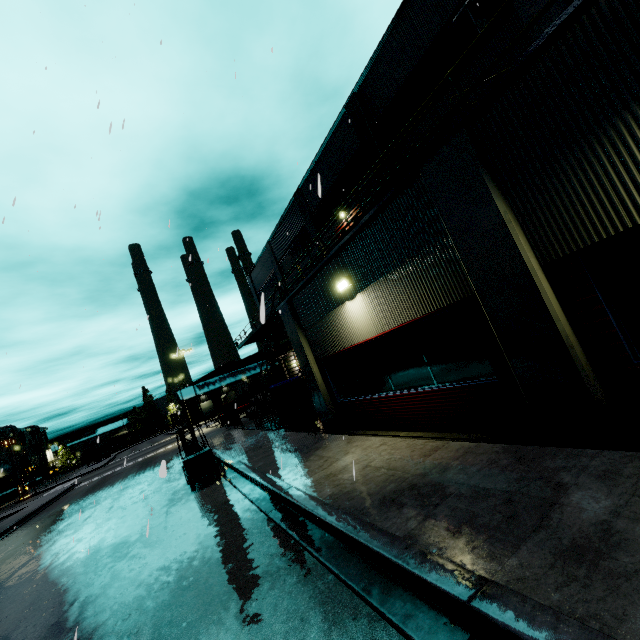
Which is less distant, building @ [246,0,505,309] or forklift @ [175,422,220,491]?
forklift @ [175,422,220,491]

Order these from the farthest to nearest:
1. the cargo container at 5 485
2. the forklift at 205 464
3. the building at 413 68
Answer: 1. the cargo container at 5 485
2. the building at 413 68
3. the forklift at 205 464

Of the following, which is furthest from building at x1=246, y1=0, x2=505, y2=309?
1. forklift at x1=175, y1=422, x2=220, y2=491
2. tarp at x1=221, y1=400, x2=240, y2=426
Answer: forklift at x1=175, y1=422, x2=220, y2=491

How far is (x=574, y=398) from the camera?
4.53m

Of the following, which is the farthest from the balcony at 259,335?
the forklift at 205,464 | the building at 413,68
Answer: the forklift at 205,464

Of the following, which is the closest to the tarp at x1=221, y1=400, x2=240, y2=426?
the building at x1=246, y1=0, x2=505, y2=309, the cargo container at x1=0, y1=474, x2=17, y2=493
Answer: the building at x1=246, y1=0, x2=505, y2=309

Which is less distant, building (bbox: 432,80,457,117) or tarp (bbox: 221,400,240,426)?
building (bbox: 432,80,457,117)

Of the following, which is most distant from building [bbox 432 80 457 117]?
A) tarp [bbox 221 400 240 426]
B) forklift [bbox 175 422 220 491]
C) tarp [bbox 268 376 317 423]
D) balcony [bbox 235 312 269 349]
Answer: forklift [bbox 175 422 220 491]
